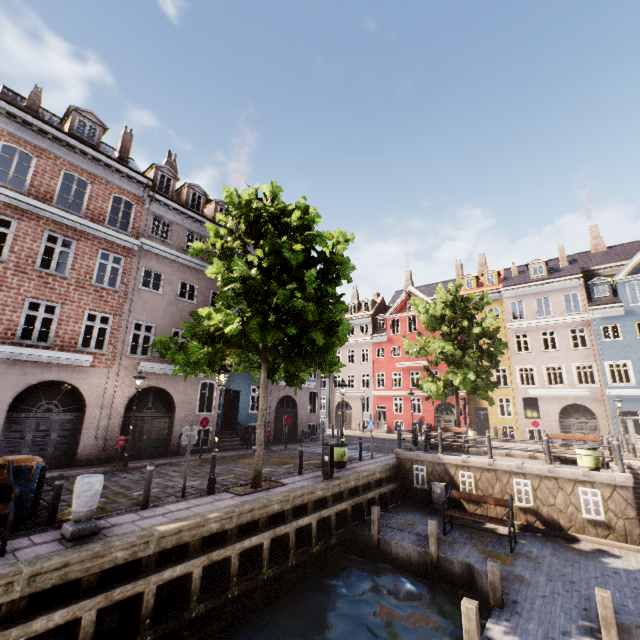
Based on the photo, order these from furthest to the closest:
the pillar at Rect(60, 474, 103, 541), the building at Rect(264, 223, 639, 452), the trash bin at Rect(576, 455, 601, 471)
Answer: the building at Rect(264, 223, 639, 452) < the trash bin at Rect(576, 455, 601, 471) < the pillar at Rect(60, 474, 103, 541)

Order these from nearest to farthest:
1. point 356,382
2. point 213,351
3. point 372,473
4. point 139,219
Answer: point 213,351 < point 372,473 < point 139,219 < point 356,382

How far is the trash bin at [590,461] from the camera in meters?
11.8

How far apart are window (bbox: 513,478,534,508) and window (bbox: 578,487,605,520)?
1.4m

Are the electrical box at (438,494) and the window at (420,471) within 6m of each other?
yes

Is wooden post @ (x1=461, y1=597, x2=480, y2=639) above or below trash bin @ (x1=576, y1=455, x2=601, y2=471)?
below

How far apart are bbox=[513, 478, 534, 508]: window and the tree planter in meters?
8.7 m

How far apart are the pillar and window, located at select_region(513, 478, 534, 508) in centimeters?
1346cm
